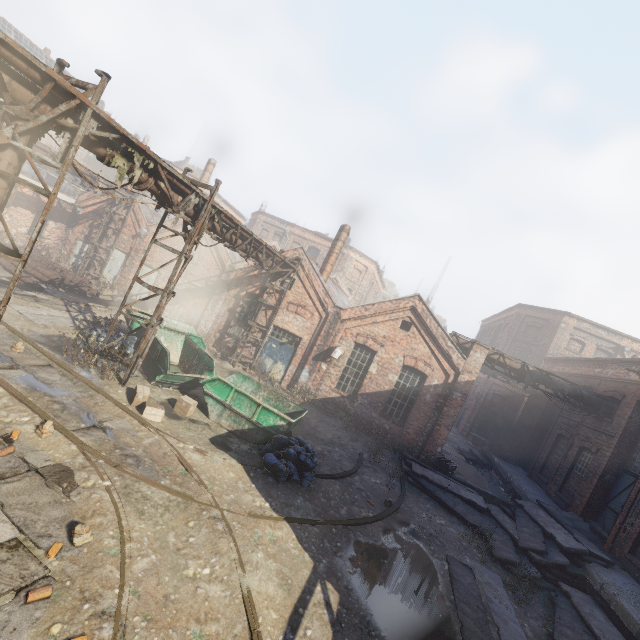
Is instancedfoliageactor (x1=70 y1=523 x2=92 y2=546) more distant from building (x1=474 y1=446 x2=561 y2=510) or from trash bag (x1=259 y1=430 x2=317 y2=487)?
building (x1=474 y1=446 x2=561 y2=510)

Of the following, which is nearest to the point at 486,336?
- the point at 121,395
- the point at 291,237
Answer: the point at 291,237

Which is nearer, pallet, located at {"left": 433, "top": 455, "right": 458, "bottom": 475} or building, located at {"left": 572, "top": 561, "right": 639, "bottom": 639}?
building, located at {"left": 572, "top": 561, "right": 639, "bottom": 639}

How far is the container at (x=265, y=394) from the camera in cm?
1021

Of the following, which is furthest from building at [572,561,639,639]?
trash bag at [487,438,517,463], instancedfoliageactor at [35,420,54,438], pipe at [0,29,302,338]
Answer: pipe at [0,29,302,338]

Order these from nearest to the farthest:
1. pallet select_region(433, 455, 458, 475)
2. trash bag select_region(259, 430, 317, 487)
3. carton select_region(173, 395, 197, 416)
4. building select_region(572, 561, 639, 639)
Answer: building select_region(572, 561, 639, 639)
trash bag select_region(259, 430, 317, 487)
carton select_region(173, 395, 197, 416)
pallet select_region(433, 455, 458, 475)

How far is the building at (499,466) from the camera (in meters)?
15.45

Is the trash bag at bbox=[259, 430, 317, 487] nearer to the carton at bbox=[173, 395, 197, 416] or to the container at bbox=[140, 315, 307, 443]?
the container at bbox=[140, 315, 307, 443]
